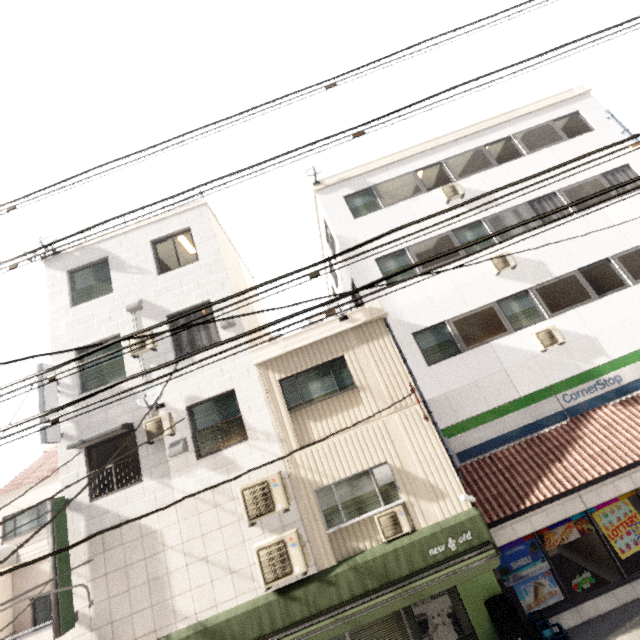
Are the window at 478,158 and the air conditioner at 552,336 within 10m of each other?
yes

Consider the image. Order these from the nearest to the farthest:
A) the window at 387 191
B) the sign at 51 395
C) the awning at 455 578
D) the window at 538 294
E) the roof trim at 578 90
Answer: the awning at 455 578 < the sign at 51 395 < the window at 538 294 < the window at 387 191 < the roof trim at 578 90

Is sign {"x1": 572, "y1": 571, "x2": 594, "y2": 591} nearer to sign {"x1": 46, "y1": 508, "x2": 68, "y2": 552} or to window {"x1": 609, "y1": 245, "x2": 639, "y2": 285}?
window {"x1": 609, "y1": 245, "x2": 639, "y2": 285}

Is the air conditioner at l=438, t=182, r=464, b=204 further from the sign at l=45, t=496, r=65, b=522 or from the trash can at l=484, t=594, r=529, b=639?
the sign at l=45, t=496, r=65, b=522

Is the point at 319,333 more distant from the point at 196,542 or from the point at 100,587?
the point at 100,587

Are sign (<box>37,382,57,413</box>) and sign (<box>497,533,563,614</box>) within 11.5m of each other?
no

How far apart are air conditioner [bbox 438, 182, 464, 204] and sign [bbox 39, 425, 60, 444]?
14.4 meters

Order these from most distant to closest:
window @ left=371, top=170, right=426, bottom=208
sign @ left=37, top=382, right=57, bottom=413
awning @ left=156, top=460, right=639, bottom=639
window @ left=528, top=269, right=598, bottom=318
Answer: window @ left=371, top=170, right=426, bottom=208 < window @ left=528, top=269, right=598, bottom=318 < sign @ left=37, top=382, right=57, bottom=413 < awning @ left=156, top=460, right=639, bottom=639
